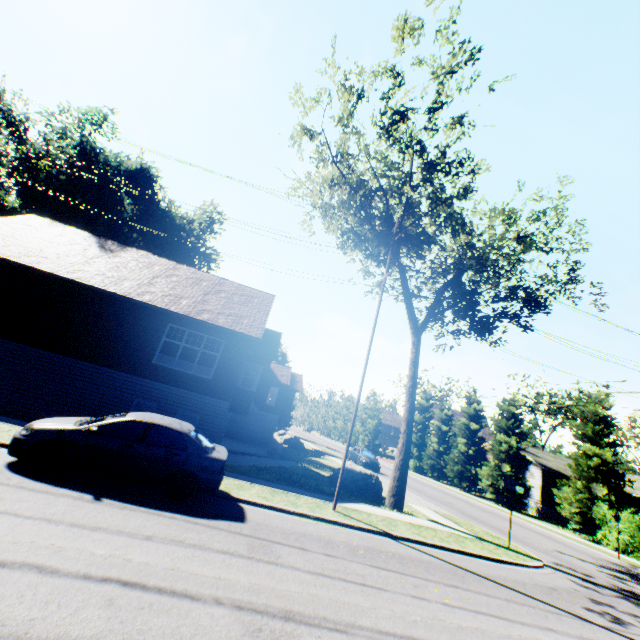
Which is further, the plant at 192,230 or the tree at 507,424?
the plant at 192,230

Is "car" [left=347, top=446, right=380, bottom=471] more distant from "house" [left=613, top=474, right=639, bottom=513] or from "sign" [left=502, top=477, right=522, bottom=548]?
"sign" [left=502, top=477, right=522, bottom=548]

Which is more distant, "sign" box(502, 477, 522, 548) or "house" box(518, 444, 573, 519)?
"house" box(518, 444, 573, 519)

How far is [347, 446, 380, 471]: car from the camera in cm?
2914

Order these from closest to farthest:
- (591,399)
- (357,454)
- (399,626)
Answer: (399,626) < (591,399) < (357,454)

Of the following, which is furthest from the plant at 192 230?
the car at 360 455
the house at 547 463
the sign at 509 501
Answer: the sign at 509 501

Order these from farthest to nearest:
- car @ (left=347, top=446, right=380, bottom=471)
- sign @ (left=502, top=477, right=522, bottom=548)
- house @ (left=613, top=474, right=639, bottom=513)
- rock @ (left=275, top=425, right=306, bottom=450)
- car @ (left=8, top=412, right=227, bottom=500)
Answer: rock @ (left=275, top=425, right=306, bottom=450) → house @ (left=613, top=474, right=639, bottom=513) → car @ (left=347, top=446, right=380, bottom=471) → sign @ (left=502, top=477, right=522, bottom=548) → car @ (left=8, top=412, right=227, bottom=500)

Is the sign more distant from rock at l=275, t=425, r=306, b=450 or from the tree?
rock at l=275, t=425, r=306, b=450
